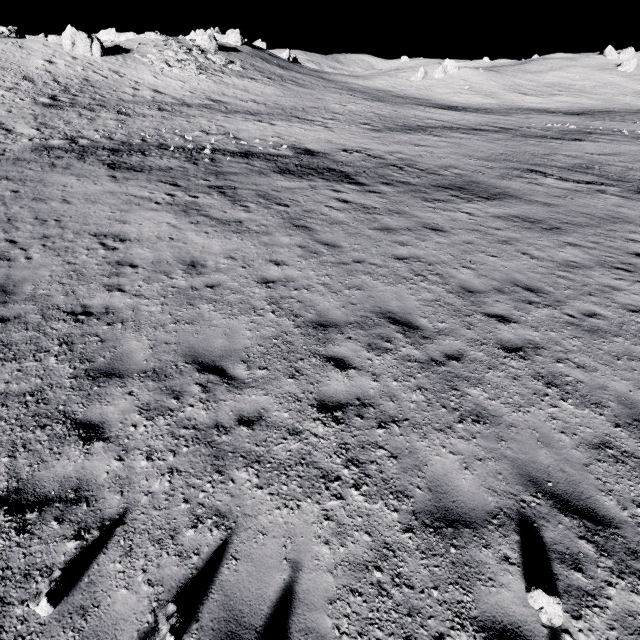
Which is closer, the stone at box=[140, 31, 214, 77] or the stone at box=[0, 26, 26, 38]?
the stone at box=[0, 26, 26, 38]

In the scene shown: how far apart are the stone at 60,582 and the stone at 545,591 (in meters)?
4.88

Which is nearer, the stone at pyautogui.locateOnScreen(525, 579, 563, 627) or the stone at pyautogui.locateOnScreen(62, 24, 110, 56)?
the stone at pyautogui.locateOnScreen(525, 579, 563, 627)

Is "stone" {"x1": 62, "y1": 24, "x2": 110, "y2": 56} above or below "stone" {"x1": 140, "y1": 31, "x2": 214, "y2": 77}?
above

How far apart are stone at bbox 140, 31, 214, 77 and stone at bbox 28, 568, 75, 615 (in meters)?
55.67

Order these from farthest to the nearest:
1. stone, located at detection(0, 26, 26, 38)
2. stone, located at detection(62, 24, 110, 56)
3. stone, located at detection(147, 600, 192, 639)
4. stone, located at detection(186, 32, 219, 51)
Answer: stone, located at detection(186, 32, 219, 51) < stone, located at detection(0, 26, 26, 38) < stone, located at detection(62, 24, 110, 56) < stone, located at detection(147, 600, 192, 639)

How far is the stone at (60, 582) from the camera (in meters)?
3.16

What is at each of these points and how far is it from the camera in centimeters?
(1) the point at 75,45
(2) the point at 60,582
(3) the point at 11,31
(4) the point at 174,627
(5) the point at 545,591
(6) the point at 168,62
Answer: (1) stone, 3562cm
(2) stone, 328cm
(3) stone, 3606cm
(4) stone, 305cm
(5) stone, 339cm
(6) stone, 3972cm
